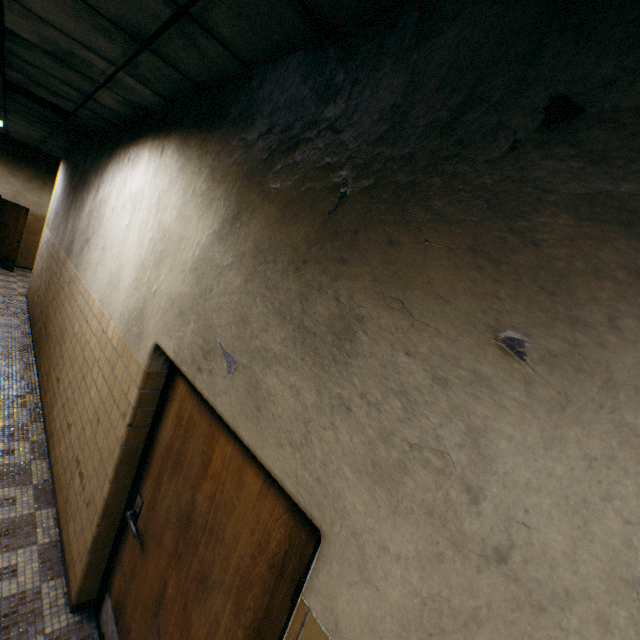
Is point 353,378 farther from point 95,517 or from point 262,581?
point 95,517

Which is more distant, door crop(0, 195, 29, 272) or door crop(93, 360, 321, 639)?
door crop(0, 195, 29, 272)

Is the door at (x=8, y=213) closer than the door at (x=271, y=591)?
No
